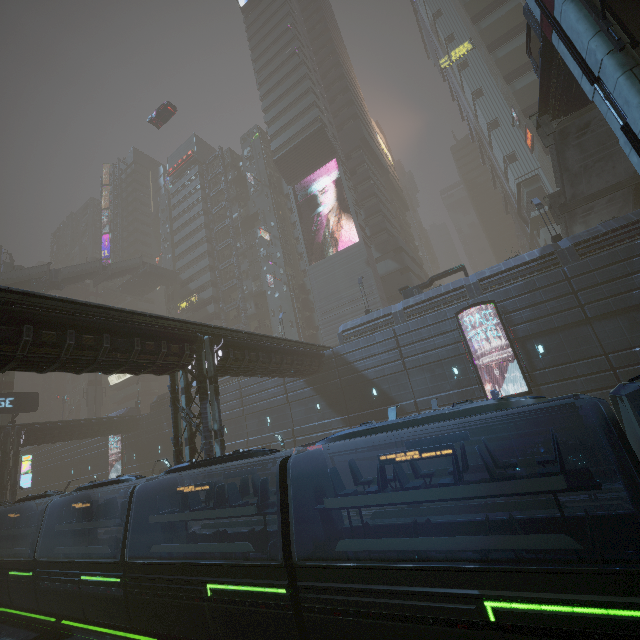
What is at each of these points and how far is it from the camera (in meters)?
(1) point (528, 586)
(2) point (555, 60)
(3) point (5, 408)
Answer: (1) train, 6.04
(2) bridge, 16.61
(3) sign, 30.88

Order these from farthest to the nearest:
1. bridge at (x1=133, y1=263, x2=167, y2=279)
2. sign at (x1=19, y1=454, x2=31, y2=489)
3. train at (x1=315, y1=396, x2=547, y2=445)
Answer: bridge at (x1=133, y1=263, x2=167, y2=279)
sign at (x1=19, y1=454, x2=31, y2=489)
train at (x1=315, y1=396, x2=547, y2=445)

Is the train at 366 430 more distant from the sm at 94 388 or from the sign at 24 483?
the sm at 94 388

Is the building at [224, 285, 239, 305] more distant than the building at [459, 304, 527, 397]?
Yes

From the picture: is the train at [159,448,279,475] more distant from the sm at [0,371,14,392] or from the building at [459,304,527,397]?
the sm at [0,371,14,392]

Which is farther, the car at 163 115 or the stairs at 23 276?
the car at 163 115

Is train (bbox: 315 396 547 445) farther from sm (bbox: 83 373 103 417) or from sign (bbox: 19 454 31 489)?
sm (bbox: 83 373 103 417)

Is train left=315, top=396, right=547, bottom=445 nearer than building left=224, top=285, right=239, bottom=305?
Yes
